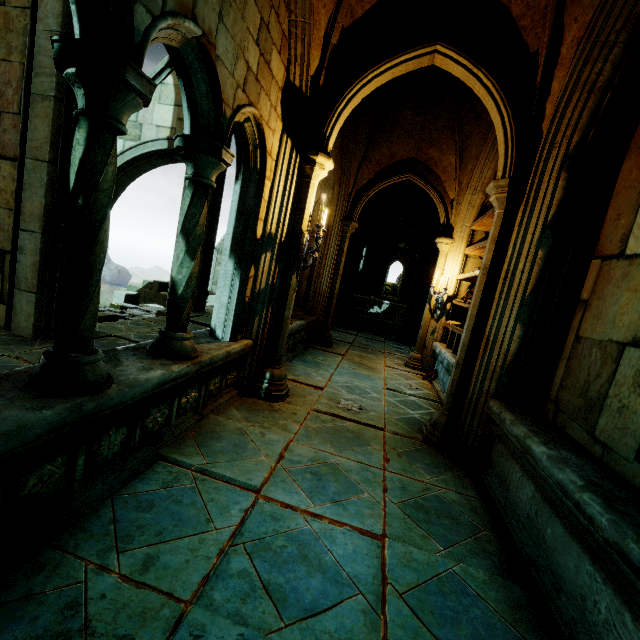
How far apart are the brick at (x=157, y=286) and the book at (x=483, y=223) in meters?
12.0

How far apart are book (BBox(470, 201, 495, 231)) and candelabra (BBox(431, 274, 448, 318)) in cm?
118

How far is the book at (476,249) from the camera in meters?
5.8 m

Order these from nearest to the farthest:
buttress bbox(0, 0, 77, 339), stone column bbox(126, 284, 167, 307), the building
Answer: buttress bbox(0, 0, 77, 339) < stone column bbox(126, 284, 167, 307) < the building

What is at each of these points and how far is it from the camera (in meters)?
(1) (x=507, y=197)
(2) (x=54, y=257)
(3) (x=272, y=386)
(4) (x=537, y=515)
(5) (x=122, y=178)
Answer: (1) stone column, 3.58
(2) buttress, 4.62
(3) stone column, 4.32
(4) wall trim, 2.50
(5) buttress, 9.22

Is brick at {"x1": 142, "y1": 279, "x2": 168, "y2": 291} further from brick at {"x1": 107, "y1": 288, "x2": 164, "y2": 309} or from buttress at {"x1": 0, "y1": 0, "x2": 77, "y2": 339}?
buttress at {"x1": 0, "y1": 0, "x2": 77, "y2": 339}

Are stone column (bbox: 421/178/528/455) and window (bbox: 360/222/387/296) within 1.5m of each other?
no

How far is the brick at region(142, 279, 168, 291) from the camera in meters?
13.6
